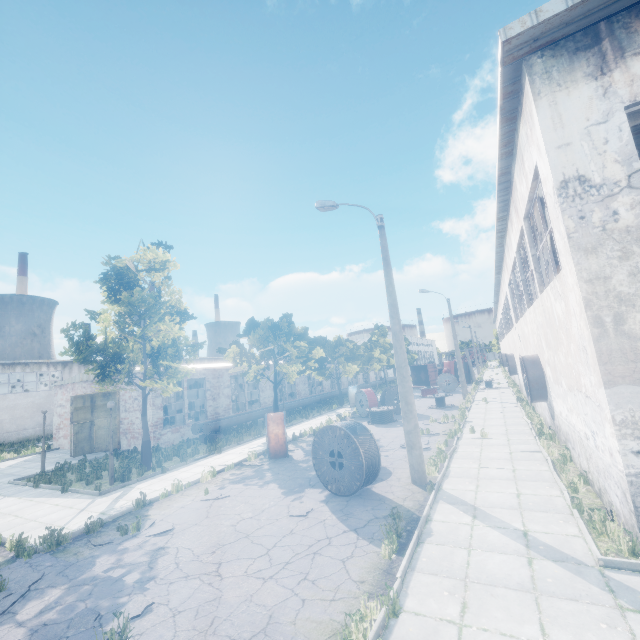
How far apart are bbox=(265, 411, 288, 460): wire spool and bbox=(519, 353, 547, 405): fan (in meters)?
10.18

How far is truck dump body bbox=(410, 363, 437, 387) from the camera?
41.0 meters

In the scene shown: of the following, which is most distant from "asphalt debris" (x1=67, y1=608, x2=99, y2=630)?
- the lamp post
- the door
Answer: the door

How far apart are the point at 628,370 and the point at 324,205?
10.0m

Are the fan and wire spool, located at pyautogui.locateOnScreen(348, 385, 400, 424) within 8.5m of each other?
no

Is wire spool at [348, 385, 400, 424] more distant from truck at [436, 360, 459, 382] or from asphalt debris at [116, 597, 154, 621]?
truck at [436, 360, 459, 382]

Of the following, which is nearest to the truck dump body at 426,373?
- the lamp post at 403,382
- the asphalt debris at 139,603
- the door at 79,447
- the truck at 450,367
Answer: the truck at 450,367

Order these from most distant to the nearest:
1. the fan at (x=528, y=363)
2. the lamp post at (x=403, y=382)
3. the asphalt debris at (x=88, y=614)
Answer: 1. the fan at (x=528, y=363)
2. the lamp post at (x=403, y=382)
3. the asphalt debris at (x=88, y=614)
